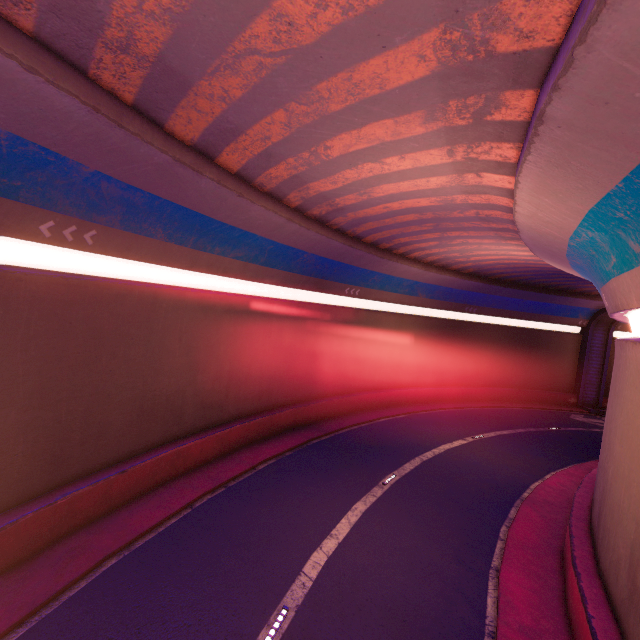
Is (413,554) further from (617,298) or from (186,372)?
(186,372)
